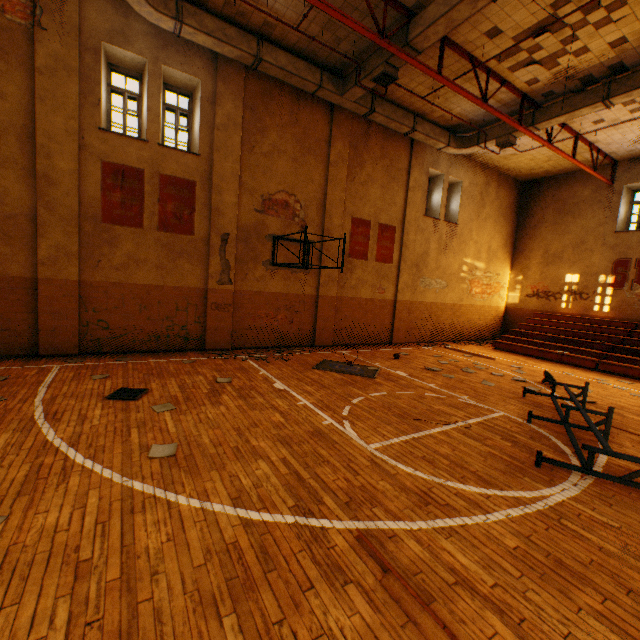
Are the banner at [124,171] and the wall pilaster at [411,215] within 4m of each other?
no

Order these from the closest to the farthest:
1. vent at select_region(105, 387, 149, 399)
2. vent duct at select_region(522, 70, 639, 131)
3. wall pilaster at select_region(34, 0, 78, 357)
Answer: vent at select_region(105, 387, 149, 399), wall pilaster at select_region(34, 0, 78, 357), vent duct at select_region(522, 70, 639, 131)

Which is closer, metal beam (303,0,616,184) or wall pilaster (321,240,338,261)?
metal beam (303,0,616,184)

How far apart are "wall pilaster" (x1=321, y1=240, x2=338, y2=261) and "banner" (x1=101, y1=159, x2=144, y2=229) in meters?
5.7

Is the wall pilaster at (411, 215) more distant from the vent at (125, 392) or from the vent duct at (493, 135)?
the vent at (125, 392)

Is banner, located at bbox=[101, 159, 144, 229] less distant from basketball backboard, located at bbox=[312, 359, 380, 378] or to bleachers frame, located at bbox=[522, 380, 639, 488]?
basketball backboard, located at bbox=[312, 359, 380, 378]

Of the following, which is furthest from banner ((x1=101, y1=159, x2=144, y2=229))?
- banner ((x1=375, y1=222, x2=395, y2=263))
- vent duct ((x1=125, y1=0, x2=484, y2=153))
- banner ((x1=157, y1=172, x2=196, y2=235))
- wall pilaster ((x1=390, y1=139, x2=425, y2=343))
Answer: wall pilaster ((x1=390, y1=139, x2=425, y2=343))

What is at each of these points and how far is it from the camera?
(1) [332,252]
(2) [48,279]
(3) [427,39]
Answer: (1) wall pilaster, 12.0 meters
(2) wall pilaster, 7.9 meters
(3) vent duct, 7.5 meters
